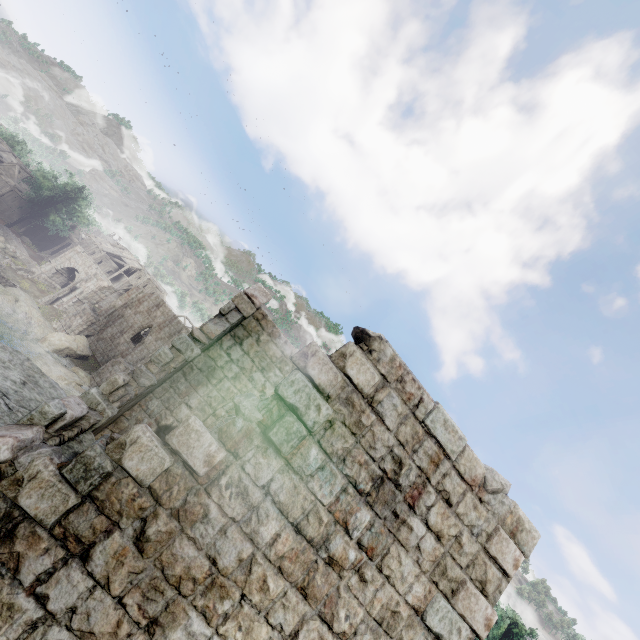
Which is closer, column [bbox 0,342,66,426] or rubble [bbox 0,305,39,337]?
column [bbox 0,342,66,426]

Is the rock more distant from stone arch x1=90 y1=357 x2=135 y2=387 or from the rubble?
stone arch x1=90 y1=357 x2=135 y2=387

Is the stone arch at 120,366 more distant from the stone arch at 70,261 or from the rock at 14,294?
the stone arch at 70,261

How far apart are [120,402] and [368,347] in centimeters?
442cm

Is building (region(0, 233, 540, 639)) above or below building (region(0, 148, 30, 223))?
above

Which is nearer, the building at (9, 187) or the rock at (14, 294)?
the rock at (14, 294)

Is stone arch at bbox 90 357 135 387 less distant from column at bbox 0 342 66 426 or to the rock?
the rock

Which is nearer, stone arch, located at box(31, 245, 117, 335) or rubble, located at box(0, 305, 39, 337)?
rubble, located at box(0, 305, 39, 337)
